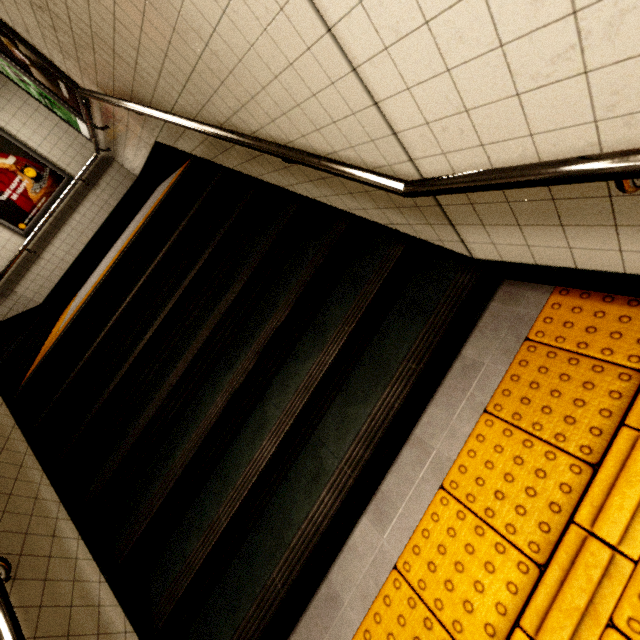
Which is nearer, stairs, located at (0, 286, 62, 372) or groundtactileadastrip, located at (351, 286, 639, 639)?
groundtactileadastrip, located at (351, 286, 639, 639)

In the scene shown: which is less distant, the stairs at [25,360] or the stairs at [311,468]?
the stairs at [311,468]

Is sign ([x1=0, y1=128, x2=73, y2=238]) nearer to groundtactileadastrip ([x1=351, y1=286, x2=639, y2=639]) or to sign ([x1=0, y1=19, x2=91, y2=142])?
sign ([x1=0, y1=19, x2=91, y2=142])

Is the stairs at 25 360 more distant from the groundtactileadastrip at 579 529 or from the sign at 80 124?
the groundtactileadastrip at 579 529

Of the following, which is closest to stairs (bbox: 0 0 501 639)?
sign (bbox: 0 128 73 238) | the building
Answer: the building

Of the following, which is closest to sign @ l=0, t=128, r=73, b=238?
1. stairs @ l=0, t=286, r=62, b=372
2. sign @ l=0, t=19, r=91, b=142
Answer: stairs @ l=0, t=286, r=62, b=372

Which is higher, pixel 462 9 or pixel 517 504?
pixel 462 9

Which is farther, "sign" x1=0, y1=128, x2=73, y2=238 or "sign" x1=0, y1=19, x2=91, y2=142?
"sign" x1=0, y1=128, x2=73, y2=238
